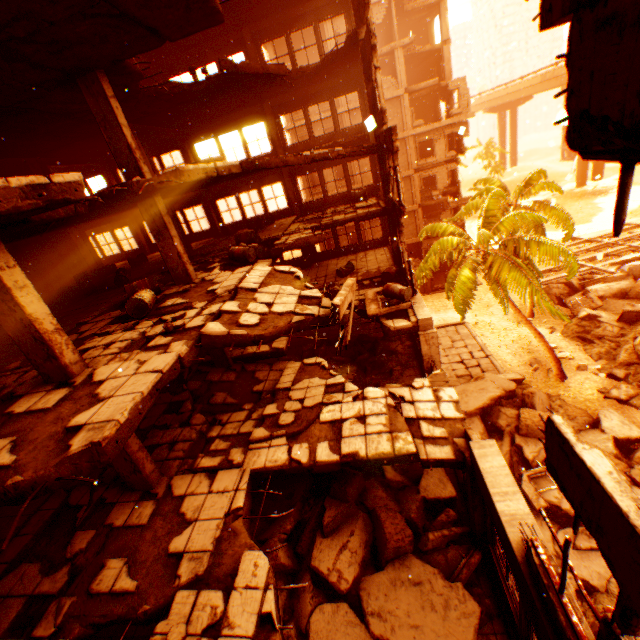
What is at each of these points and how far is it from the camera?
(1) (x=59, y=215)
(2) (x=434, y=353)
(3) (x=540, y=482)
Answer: (1) floor rubble, 5.3 meters
(2) pillar, 10.8 meters
(3) rock pile, 12.6 meters

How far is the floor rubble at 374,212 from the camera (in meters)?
13.81

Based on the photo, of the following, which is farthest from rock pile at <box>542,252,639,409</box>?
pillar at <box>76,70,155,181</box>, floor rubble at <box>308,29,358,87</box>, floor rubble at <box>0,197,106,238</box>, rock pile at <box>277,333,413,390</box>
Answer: floor rubble at <box>308,29,358,87</box>

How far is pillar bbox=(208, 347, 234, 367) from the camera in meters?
11.4

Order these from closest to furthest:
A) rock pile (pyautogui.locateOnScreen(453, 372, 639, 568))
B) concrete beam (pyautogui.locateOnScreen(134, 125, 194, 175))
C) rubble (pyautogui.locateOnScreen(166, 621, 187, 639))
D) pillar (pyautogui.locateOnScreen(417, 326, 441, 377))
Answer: rubble (pyautogui.locateOnScreen(166, 621, 187, 639)) → pillar (pyautogui.locateOnScreen(417, 326, 441, 377)) → rock pile (pyautogui.locateOnScreen(453, 372, 639, 568)) → concrete beam (pyautogui.locateOnScreen(134, 125, 194, 175))

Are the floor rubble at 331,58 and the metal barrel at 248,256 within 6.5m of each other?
no

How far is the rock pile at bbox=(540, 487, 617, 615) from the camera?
10.0m

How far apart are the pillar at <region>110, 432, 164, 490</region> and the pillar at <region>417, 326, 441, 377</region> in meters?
8.1
